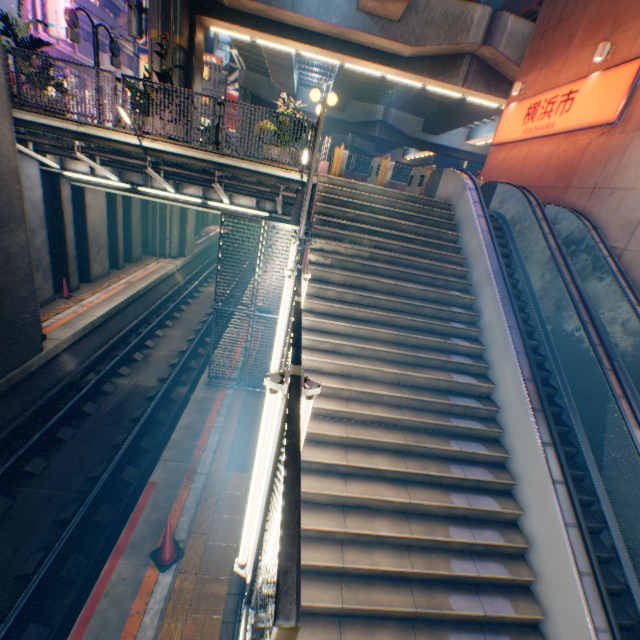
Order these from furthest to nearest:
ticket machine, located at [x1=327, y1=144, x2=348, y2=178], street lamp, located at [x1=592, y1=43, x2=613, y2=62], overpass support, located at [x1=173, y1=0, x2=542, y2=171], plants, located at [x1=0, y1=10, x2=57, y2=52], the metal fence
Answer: overpass support, located at [x1=173, y1=0, x2=542, y2=171] < ticket machine, located at [x1=327, y1=144, x2=348, y2=178] < street lamp, located at [x1=592, y1=43, x2=613, y2=62] < plants, located at [x1=0, y1=10, x2=57, y2=52] < the metal fence

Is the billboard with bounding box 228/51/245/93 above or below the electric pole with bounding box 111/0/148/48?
above

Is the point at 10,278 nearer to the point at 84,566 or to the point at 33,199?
the point at 33,199

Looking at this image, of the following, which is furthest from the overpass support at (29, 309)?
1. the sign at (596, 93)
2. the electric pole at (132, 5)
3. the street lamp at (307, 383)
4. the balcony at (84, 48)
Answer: the balcony at (84, 48)

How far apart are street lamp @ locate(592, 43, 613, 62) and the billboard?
46.90m

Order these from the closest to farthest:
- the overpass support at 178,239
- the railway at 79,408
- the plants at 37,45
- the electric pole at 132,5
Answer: the railway at 79,408, the plants at 37,45, the electric pole at 132,5, the overpass support at 178,239

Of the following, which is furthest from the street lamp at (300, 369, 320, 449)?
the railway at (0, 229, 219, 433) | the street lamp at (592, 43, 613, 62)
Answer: the street lamp at (592, 43, 613, 62)

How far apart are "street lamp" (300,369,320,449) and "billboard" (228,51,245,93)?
54.9 meters
